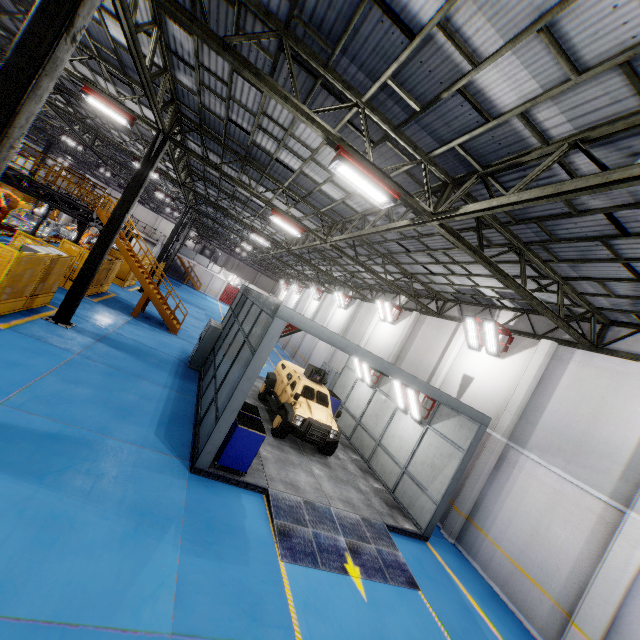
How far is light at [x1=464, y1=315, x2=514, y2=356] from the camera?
13.0m

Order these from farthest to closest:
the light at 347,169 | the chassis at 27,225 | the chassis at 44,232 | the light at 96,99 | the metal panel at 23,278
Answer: the chassis at 44,232
the chassis at 27,225
the light at 96,99
the metal panel at 23,278
the light at 347,169

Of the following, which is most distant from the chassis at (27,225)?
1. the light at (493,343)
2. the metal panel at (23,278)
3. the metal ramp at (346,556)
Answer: the light at (493,343)

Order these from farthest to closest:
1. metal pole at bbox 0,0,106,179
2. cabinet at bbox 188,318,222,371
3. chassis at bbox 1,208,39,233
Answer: chassis at bbox 1,208,39,233
cabinet at bbox 188,318,222,371
metal pole at bbox 0,0,106,179

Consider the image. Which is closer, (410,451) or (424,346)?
(410,451)

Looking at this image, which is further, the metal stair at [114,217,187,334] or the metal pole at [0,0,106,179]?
the metal stair at [114,217,187,334]

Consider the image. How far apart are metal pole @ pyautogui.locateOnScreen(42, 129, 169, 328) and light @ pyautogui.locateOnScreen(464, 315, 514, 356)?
14.22m

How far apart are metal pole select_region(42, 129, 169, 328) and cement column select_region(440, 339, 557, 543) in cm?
1555
